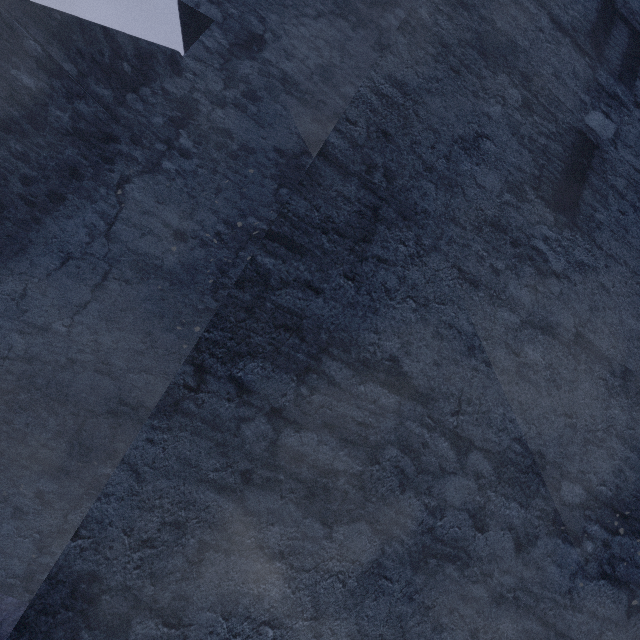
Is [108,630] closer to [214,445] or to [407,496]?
[214,445]
